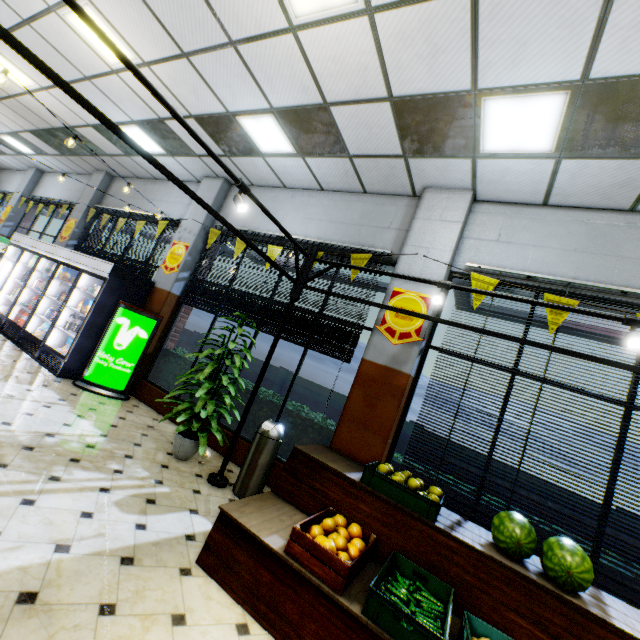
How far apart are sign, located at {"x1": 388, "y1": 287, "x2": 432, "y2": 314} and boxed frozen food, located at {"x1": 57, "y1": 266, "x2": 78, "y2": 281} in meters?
6.8 m

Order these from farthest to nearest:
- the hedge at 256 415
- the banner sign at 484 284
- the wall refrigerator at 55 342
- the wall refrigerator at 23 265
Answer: the wall refrigerator at 23 265 < the wall refrigerator at 55 342 < the hedge at 256 415 < the banner sign at 484 284

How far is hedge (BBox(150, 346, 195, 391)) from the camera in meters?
6.4 m

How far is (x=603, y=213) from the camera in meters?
4.0

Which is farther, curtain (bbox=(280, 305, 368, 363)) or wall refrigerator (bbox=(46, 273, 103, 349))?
wall refrigerator (bbox=(46, 273, 103, 349))

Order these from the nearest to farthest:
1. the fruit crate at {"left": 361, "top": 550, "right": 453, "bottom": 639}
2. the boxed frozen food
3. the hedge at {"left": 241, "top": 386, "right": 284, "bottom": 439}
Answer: the fruit crate at {"left": 361, "top": 550, "right": 453, "bottom": 639}, the hedge at {"left": 241, "top": 386, "right": 284, "bottom": 439}, the boxed frozen food

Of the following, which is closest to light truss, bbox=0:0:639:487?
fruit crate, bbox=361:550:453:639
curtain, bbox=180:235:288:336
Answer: curtain, bbox=180:235:288:336

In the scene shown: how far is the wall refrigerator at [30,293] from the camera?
7.36m
